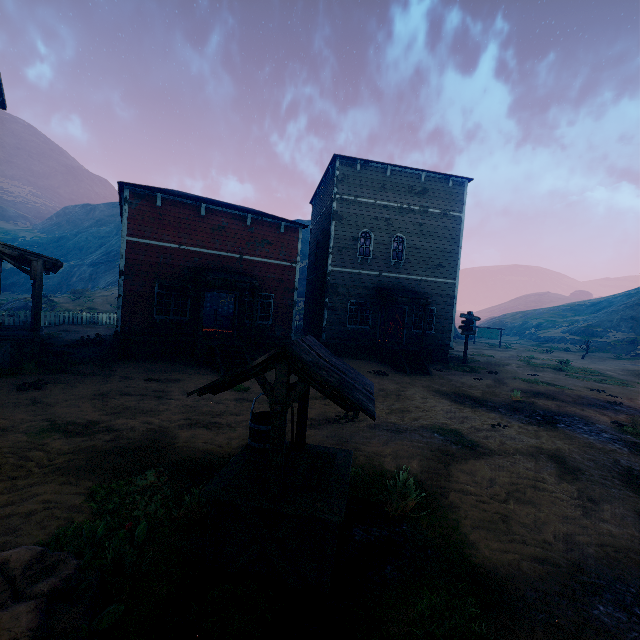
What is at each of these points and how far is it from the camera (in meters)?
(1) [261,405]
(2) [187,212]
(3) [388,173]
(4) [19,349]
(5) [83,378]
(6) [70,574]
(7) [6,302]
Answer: (1) z, 8.49
(2) building, 14.13
(3) building, 18.08
(4) building, 10.16
(5) z, 9.85
(6) instancedfoliageactor, 2.68
(7) z, 29.69

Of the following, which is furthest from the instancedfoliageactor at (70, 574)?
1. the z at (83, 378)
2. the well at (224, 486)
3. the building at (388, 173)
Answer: the building at (388, 173)

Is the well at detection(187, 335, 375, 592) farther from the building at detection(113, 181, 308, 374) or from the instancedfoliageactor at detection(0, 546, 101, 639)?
the building at detection(113, 181, 308, 374)

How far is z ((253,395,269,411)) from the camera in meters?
8.1

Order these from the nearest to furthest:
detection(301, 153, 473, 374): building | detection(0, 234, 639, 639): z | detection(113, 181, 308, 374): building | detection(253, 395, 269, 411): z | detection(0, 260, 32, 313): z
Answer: detection(0, 234, 639, 639): z < detection(253, 395, 269, 411): z < detection(113, 181, 308, 374): building < detection(301, 153, 473, 374): building < detection(0, 260, 32, 313): z

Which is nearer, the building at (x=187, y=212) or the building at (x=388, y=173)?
the building at (x=187, y=212)

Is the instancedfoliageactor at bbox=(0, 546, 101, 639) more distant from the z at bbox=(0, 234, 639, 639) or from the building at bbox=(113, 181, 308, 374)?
the building at bbox=(113, 181, 308, 374)

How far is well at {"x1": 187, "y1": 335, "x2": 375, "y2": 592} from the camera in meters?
3.1
